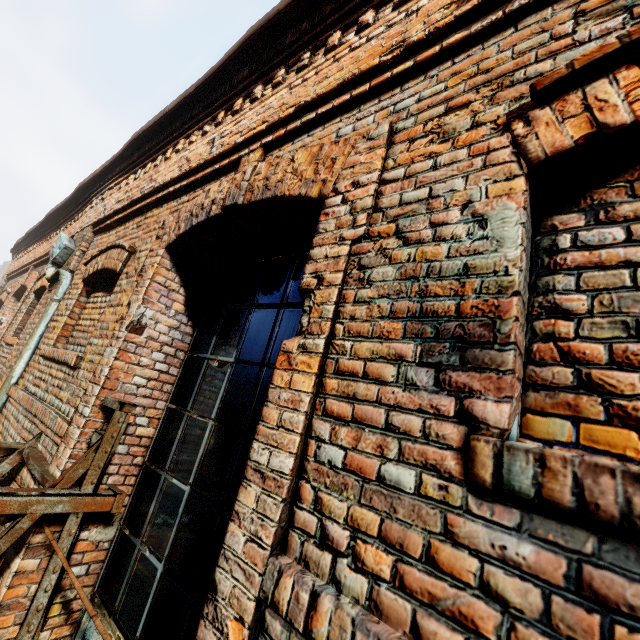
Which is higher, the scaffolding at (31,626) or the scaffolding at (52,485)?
the scaffolding at (52,485)

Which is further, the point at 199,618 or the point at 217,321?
the point at 217,321

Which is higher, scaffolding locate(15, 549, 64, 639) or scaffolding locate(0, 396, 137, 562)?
scaffolding locate(0, 396, 137, 562)
